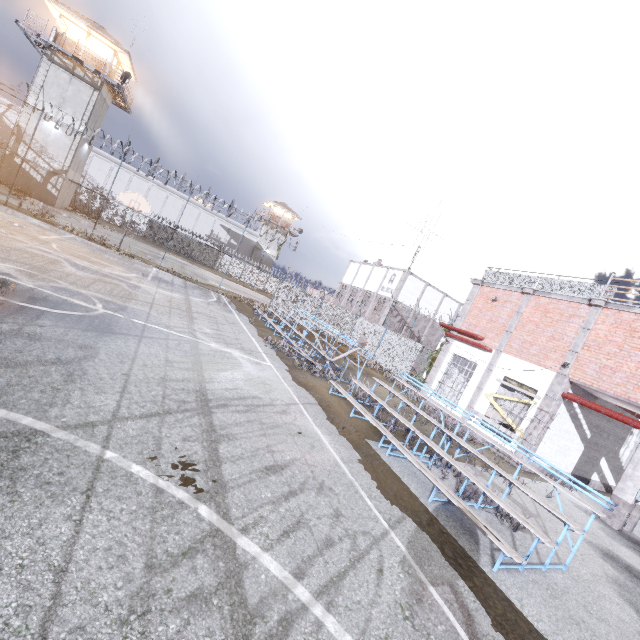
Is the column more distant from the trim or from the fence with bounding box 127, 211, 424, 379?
the fence with bounding box 127, 211, 424, 379

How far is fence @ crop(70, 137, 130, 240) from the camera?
18.9 meters

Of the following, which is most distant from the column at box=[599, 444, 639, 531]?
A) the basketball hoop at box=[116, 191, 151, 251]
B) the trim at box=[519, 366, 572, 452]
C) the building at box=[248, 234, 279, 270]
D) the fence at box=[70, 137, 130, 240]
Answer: the building at box=[248, 234, 279, 270]

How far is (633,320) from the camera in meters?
11.5 m

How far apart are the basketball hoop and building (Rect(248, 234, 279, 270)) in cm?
3542

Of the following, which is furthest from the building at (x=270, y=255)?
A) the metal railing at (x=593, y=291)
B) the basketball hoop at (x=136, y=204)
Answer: the metal railing at (x=593, y=291)

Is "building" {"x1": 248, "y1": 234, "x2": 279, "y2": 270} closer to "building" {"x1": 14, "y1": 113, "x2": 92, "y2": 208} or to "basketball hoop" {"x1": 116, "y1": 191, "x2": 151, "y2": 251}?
"building" {"x1": 14, "y1": 113, "x2": 92, "y2": 208}

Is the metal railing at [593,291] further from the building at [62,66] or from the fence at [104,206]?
the building at [62,66]
